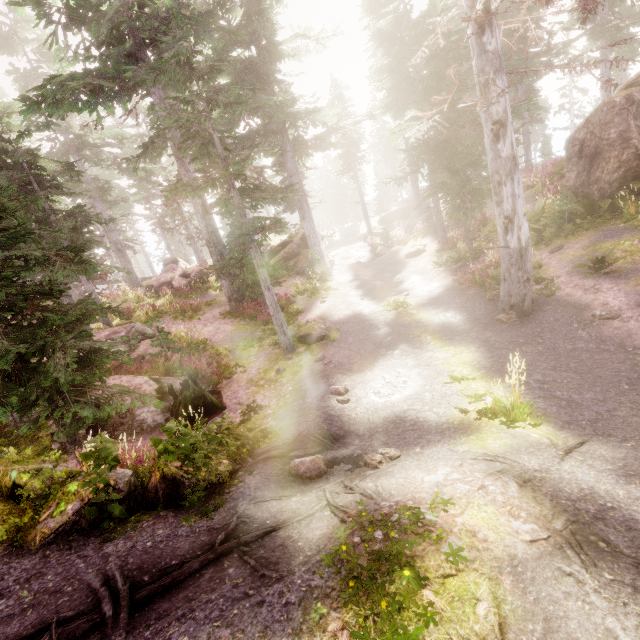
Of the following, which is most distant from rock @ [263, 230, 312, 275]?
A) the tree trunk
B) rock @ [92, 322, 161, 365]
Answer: the tree trunk

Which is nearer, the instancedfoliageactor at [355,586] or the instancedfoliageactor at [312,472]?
the instancedfoliageactor at [355,586]

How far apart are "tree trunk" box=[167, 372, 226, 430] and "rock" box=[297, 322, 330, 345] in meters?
3.5 m

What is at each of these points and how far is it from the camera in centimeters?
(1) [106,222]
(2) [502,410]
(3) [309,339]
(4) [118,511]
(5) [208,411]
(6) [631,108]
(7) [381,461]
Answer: (1) instancedfoliageactor, 1677cm
(2) instancedfoliageactor, 603cm
(3) rock, 1263cm
(4) instancedfoliageactor, 418cm
(5) tree trunk, 966cm
(6) rock, 1231cm
(7) instancedfoliageactor, 534cm

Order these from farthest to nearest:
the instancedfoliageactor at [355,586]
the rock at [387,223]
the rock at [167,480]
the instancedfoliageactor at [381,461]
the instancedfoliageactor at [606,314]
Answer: the rock at [387,223], the instancedfoliageactor at [606,314], the instancedfoliageactor at [381,461], the rock at [167,480], the instancedfoliageactor at [355,586]

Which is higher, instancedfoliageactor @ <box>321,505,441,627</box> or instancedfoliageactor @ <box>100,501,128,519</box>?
instancedfoliageactor @ <box>100,501,128,519</box>

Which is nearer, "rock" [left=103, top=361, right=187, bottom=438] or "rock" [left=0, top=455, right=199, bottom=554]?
"rock" [left=0, top=455, right=199, bottom=554]

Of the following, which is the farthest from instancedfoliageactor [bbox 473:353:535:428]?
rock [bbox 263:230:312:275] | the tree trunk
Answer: the tree trunk
